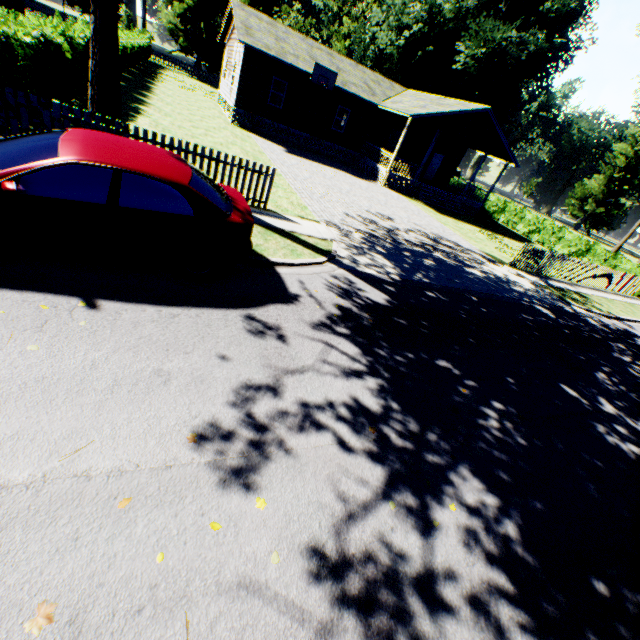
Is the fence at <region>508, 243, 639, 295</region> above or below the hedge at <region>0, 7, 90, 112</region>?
below

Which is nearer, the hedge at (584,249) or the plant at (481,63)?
the hedge at (584,249)

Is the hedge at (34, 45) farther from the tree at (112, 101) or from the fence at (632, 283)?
the fence at (632, 283)

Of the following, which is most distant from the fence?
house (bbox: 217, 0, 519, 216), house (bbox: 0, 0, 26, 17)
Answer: house (bbox: 0, 0, 26, 17)

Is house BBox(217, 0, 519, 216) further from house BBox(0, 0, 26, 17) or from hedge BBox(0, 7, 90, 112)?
house BBox(0, 0, 26, 17)

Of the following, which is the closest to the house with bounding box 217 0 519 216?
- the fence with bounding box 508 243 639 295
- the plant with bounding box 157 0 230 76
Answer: the fence with bounding box 508 243 639 295

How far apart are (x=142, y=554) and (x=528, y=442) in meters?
5.5

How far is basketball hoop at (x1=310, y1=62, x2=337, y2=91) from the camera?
20.2 meters
